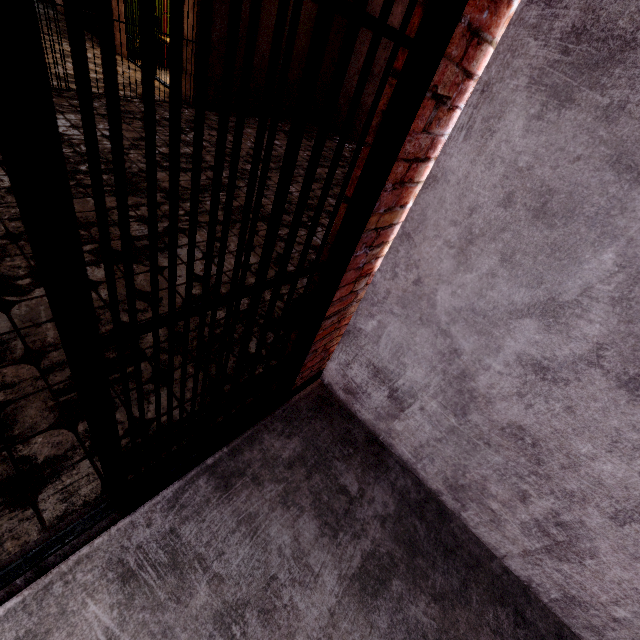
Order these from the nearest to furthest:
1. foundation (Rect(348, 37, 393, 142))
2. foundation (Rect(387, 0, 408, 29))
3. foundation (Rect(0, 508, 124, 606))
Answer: foundation (Rect(0, 508, 124, 606)) < foundation (Rect(387, 0, 408, 29)) < foundation (Rect(348, 37, 393, 142))

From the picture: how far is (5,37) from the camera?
0.36m

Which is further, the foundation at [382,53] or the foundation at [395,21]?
the foundation at [382,53]

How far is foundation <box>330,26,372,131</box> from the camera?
7.6 meters

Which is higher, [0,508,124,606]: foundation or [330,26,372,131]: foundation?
[330,26,372,131]: foundation

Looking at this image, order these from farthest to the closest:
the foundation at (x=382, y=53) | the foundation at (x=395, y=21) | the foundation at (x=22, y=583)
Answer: the foundation at (x=382, y=53)
the foundation at (x=395, y=21)
the foundation at (x=22, y=583)

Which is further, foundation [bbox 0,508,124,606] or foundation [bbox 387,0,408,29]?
foundation [bbox 387,0,408,29]
